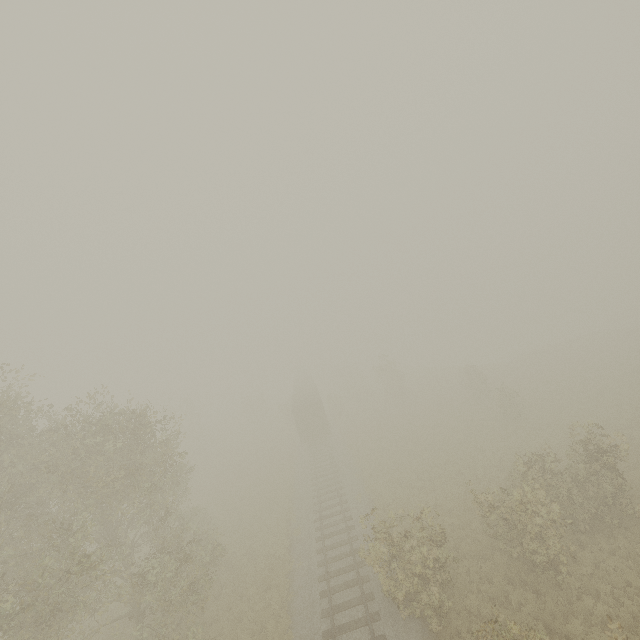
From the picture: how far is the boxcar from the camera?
34.19m

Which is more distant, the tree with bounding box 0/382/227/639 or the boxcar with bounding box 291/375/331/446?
the boxcar with bounding box 291/375/331/446

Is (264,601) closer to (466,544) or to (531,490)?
(466,544)

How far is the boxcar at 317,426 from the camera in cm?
3419

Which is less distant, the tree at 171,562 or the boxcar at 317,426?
the tree at 171,562
